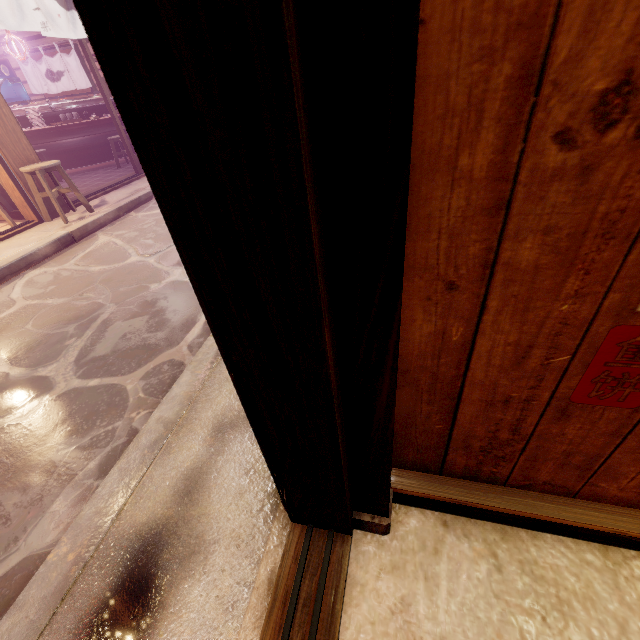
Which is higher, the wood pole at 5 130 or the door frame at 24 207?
the wood pole at 5 130

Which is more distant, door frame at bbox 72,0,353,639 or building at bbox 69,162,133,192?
building at bbox 69,162,133,192

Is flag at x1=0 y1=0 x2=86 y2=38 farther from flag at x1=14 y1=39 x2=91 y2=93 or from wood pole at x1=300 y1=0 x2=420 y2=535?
wood pole at x1=300 y1=0 x2=420 y2=535

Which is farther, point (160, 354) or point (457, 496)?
point (160, 354)

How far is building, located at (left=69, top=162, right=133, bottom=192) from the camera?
11.86m

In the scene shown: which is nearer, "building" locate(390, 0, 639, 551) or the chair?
"building" locate(390, 0, 639, 551)

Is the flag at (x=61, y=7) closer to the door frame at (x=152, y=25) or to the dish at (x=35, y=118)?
the dish at (x=35, y=118)

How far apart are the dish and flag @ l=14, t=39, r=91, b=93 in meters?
6.0 m
